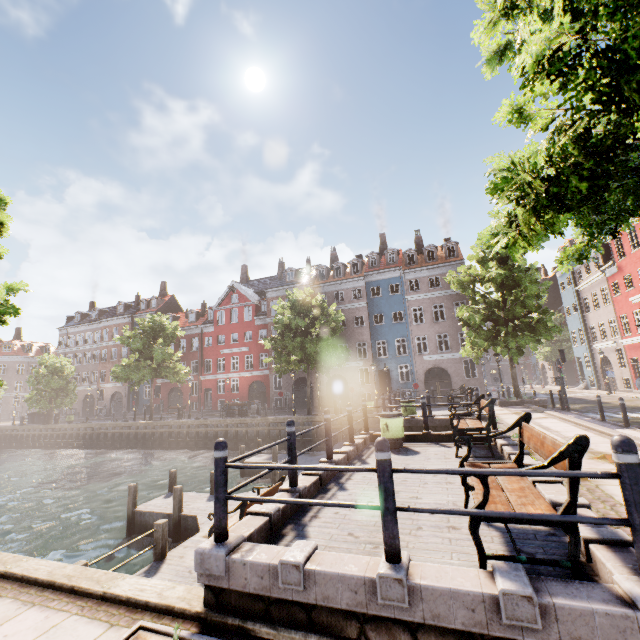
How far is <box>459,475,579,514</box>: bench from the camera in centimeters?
288cm

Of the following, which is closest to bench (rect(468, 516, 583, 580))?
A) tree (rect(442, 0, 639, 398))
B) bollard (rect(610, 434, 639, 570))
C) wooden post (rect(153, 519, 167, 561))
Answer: bollard (rect(610, 434, 639, 570))

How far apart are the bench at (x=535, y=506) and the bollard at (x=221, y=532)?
2.7 meters

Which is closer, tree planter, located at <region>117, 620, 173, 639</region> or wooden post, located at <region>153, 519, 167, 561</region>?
tree planter, located at <region>117, 620, 173, 639</region>

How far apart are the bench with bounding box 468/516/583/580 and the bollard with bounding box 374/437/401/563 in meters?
0.7 m

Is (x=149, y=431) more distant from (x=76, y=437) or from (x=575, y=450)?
(x=575, y=450)

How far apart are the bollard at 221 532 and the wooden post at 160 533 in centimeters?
559cm

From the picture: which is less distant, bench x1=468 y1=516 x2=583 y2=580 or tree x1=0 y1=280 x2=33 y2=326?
bench x1=468 y1=516 x2=583 y2=580
